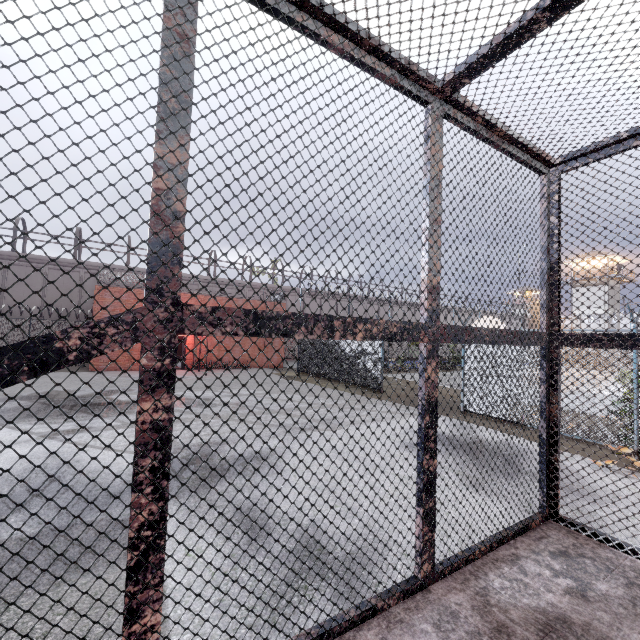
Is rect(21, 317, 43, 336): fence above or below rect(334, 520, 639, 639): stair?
above

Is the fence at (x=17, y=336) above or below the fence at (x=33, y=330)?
below

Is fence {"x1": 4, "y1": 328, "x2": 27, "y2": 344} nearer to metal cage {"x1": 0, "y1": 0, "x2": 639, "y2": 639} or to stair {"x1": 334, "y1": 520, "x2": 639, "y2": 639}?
metal cage {"x1": 0, "y1": 0, "x2": 639, "y2": 639}

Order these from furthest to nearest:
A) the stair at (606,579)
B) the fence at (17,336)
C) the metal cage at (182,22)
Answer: the fence at (17,336) < the stair at (606,579) < the metal cage at (182,22)

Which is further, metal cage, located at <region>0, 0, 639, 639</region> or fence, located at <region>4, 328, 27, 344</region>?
fence, located at <region>4, 328, 27, 344</region>

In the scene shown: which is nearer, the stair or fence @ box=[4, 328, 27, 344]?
the stair

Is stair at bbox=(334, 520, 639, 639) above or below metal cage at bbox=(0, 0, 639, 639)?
below

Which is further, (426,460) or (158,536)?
(426,460)
